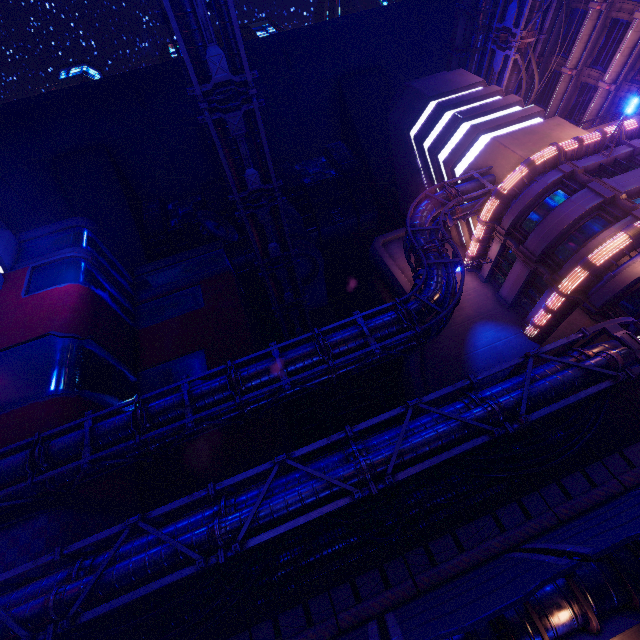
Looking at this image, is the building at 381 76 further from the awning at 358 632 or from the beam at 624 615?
the awning at 358 632

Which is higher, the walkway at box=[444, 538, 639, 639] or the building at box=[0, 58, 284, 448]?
the building at box=[0, 58, 284, 448]

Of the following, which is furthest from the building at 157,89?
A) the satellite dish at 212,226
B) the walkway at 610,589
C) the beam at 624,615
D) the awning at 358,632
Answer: the awning at 358,632

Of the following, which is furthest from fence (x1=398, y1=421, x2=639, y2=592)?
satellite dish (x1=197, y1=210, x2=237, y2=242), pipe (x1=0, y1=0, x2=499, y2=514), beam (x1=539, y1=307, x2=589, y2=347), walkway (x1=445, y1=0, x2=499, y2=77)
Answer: walkway (x1=445, y1=0, x2=499, y2=77)

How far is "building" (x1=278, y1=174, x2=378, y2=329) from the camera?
Answer: 37.12m

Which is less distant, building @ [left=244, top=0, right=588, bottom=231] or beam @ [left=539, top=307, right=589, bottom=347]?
beam @ [left=539, top=307, right=589, bottom=347]

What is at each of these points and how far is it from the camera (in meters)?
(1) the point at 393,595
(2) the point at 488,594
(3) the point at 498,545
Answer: (1) fence, 9.71
(2) awning, 6.79
(3) fence, 10.11
